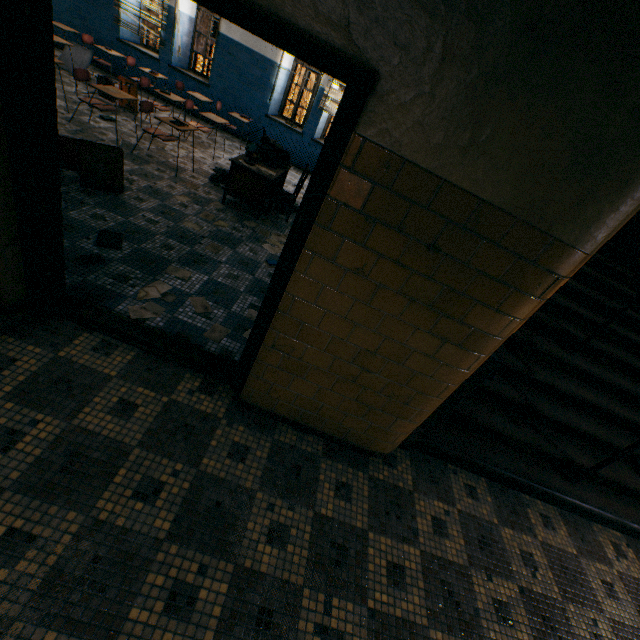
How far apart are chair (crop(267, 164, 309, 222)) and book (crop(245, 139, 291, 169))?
→ 0.3m

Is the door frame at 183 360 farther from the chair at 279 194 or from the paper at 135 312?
the chair at 279 194

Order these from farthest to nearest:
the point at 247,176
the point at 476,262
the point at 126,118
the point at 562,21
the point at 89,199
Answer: the point at 126,118
the point at 247,176
the point at 89,199
the point at 476,262
the point at 562,21

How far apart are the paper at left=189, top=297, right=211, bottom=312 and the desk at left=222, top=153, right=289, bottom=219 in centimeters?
245cm

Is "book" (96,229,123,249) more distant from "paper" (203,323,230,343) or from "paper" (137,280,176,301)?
"paper" (203,323,230,343)

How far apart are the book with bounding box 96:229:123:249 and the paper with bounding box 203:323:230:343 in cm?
132

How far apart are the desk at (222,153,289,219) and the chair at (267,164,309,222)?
0.3 meters

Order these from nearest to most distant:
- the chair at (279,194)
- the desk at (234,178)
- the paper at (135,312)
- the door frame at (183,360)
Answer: the door frame at (183,360), the paper at (135,312), the desk at (234,178), the chair at (279,194)
